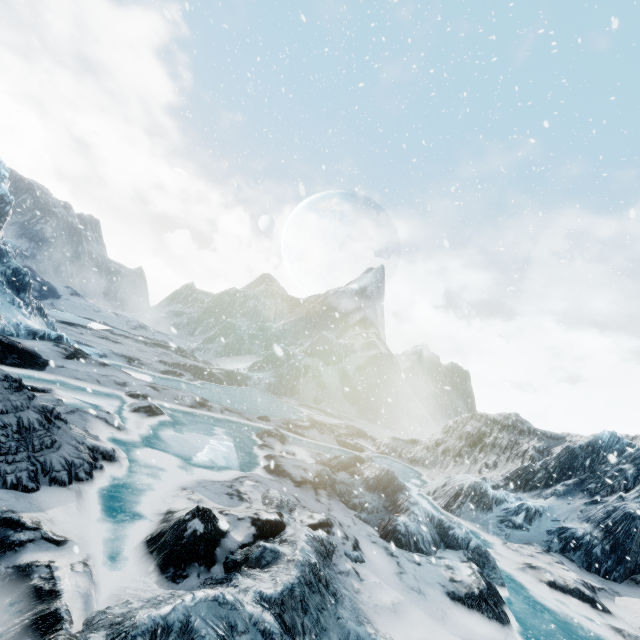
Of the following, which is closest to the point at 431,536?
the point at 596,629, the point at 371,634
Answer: the point at 596,629
